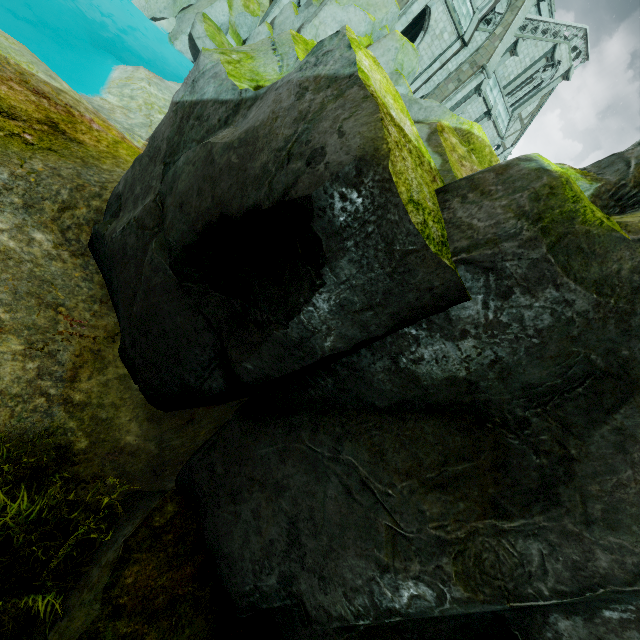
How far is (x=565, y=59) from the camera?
27.5m

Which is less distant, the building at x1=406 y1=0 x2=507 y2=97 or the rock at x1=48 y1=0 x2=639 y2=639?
the rock at x1=48 y1=0 x2=639 y2=639

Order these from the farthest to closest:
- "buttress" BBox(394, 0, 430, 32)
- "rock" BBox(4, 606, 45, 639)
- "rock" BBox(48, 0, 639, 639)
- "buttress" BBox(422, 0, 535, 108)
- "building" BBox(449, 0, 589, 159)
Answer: "building" BBox(449, 0, 589, 159)
"buttress" BBox(422, 0, 535, 108)
"buttress" BBox(394, 0, 430, 32)
"rock" BBox(4, 606, 45, 639)
"rock" BBox(48, 0, 639, 639)

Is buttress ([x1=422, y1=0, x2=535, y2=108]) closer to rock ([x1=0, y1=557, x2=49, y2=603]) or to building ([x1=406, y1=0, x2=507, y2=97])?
building ([x1=406, y1=0, x2=507, y2=97])

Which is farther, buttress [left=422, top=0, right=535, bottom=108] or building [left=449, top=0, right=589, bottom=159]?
building [left=449, top=0, right=589, bottom=159]

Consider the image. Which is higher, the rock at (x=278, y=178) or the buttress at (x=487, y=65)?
the buttress at (x=487, y=65)

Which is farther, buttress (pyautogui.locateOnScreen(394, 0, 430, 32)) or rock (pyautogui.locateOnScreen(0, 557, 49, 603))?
buttress (pyautogui.locateOnScreen(394, 0, 430, 32))

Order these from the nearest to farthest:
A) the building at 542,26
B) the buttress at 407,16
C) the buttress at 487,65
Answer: the buttress at 407,16, the buttress at 487,65, the building at 542,26
